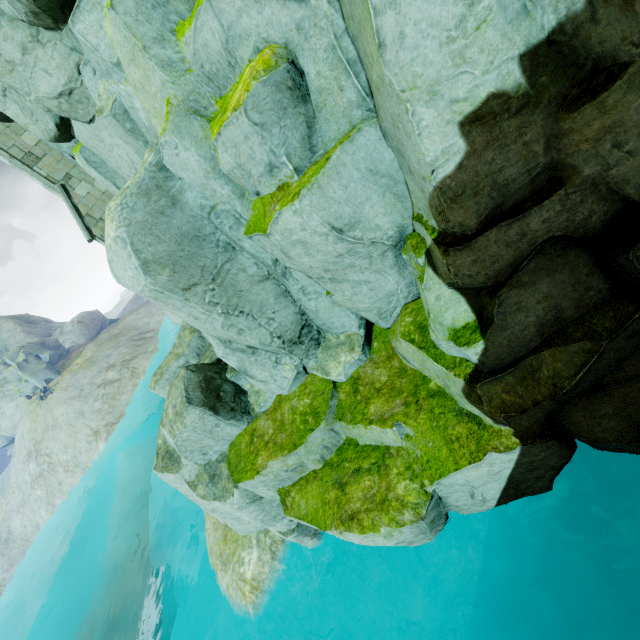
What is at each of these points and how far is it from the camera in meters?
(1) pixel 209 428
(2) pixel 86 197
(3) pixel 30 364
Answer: (1) rock, 7.8
(2) buttress, 12.7
(3) rock, 36.4

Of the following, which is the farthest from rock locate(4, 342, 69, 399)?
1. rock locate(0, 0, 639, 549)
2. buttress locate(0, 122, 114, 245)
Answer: buttress locate(0, 122, 114, 245)

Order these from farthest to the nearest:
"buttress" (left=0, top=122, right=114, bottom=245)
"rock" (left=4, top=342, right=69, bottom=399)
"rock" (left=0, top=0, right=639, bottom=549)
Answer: "rock" (left=4, top=342, right=69, bottom=399), "buttress" (left=0, top=122, right=114, bottom=245), "rock" (left=0, top=0, right=639, bottom=549)

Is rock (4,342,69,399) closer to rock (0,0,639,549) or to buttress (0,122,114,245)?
rock (0,0,639,549)

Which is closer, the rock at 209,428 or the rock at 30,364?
the rock at 209,428

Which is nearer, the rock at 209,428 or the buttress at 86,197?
the rock at 209,428
